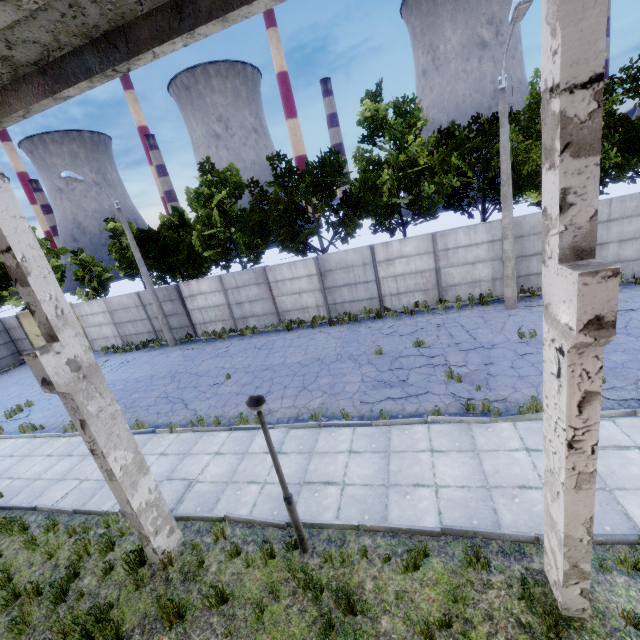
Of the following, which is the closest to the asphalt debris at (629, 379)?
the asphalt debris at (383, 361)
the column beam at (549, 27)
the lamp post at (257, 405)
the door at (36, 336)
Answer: the asphalt debris at (383, 361)

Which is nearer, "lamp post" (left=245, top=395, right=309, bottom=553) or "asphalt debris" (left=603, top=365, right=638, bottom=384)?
"lamp post" (left=245, top=395, right=309, bottom=553)

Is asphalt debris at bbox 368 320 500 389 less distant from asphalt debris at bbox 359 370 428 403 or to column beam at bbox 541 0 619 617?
asphalt debris at bbox 359 370 428 403

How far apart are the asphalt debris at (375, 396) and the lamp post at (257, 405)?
4.5m

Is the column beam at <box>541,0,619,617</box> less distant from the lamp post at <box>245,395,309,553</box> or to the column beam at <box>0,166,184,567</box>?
the lamp post at <box>245,395,309,553</box>

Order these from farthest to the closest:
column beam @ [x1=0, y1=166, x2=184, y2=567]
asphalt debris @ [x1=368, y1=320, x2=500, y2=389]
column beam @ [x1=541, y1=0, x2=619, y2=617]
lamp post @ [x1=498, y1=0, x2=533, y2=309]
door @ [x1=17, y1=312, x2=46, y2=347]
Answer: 1. door @ [x1=17, y1=312, x2=46, y2=347]
2. asphalt debris @ [x1=368, y1=320, x2=500, y2=389]
3. lamp post @ [x1=498, y1=0, x2=533, y2=309]
4. column beam @ [x1=0, y1=166, x2=184, y2=567]
5. column beam @ [x1=541, y1=0, x2=619, y2=617]

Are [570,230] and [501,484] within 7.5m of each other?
yes

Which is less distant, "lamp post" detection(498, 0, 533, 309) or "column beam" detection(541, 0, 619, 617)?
"column beam" detection(541, 0, 619, 617)
